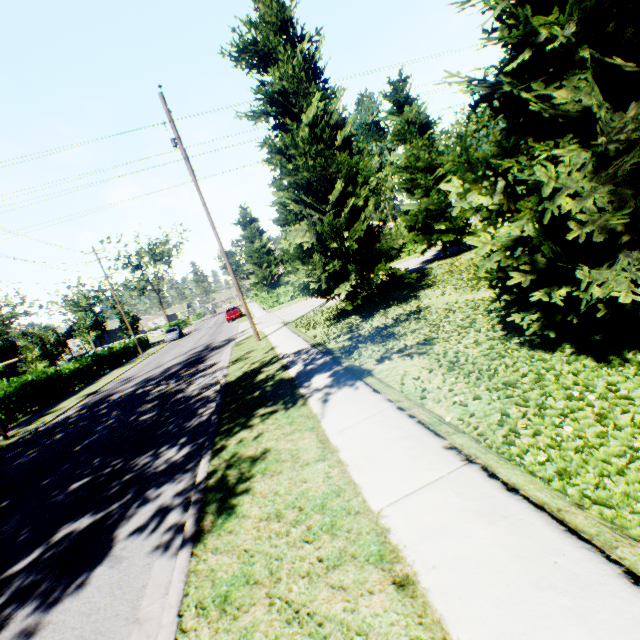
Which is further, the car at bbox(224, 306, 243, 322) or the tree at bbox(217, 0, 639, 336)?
the car at bbox(224, 306, 243, 322)

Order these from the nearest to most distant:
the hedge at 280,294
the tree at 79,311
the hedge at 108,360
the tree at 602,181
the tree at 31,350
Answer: the tree at 602,181 → the hedge at 108,360 → the tree at 31,350 → the tree at 79,311 → the hedge at 280,294

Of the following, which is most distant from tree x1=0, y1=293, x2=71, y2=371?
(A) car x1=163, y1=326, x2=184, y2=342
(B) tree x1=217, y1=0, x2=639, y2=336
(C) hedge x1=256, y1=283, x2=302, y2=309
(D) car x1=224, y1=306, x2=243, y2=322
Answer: (C) hedge x1=256, y1=283, x2=302, y2=309

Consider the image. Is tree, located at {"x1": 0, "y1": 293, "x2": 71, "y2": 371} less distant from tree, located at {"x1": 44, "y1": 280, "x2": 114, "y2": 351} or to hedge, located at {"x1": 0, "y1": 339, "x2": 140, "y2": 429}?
tree, located at {"x1": 44, "y1": 280, "x2": 114, "y2": 351}

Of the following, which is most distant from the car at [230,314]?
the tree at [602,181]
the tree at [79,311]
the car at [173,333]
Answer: the tree at [79,311]

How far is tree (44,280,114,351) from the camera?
35.0m

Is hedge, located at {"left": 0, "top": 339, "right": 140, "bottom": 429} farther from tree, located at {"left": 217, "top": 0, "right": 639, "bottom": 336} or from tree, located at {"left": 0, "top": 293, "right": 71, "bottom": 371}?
tree, located at {"left": 217, "top": 0, "right": 639, "bottom": 336}

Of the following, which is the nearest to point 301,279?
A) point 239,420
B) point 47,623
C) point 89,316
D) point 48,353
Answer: point 239,420
